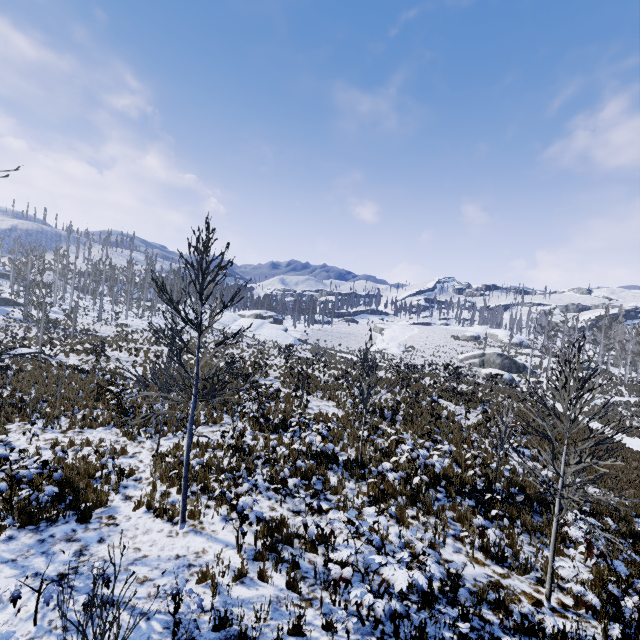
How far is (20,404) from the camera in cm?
1307

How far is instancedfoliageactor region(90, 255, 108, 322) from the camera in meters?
44.0 m

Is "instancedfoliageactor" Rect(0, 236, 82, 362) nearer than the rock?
Yes

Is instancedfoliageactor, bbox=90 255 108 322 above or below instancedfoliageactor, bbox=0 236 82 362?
above

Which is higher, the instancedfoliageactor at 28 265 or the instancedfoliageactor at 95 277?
the instancedfoliageactor at 95 277

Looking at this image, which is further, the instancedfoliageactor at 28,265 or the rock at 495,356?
the rock at 495,356

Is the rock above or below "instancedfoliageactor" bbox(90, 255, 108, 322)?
below

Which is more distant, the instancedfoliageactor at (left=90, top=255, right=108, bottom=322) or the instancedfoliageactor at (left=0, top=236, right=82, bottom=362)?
the instancedfoliageactor at (left=90, top=255, right=108, bottom=322)
